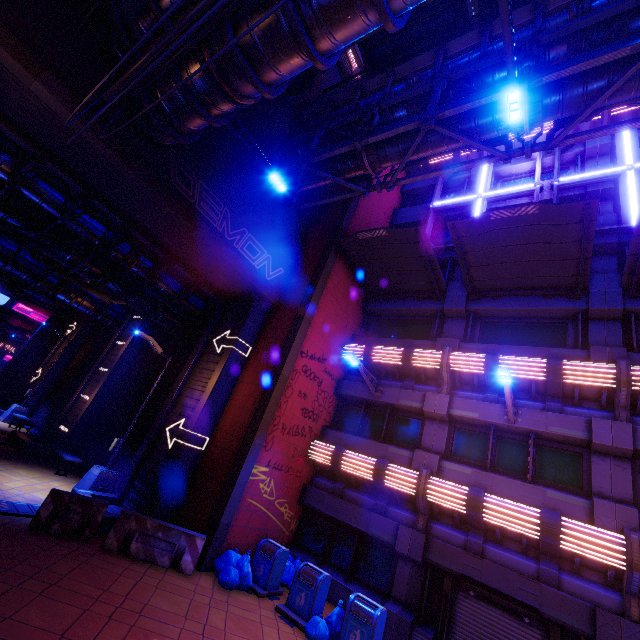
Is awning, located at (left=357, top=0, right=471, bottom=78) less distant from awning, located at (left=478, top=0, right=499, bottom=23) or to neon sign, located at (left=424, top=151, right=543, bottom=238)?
awning, located at (left=478, top=0, right=499, bottom=23)

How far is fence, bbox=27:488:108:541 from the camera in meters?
8.1 m

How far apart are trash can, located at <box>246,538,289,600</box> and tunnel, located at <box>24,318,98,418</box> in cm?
2007

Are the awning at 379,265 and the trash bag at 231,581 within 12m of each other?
yes

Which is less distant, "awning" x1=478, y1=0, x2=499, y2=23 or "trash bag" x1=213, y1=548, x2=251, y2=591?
"trash bag" x1=213, y1=548, x2=251, y2=591

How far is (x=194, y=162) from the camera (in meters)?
11.14

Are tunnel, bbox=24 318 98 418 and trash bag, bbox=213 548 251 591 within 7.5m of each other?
no

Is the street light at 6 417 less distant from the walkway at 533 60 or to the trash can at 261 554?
the trash can at 261 554
